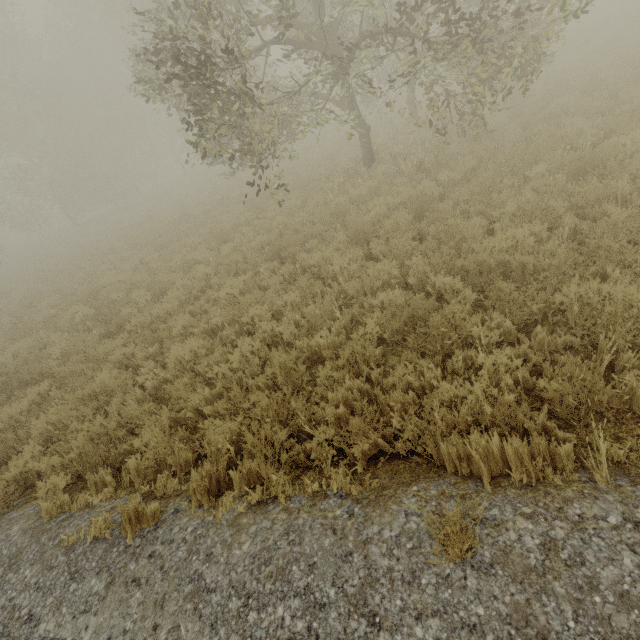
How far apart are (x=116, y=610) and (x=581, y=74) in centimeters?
1957cm
